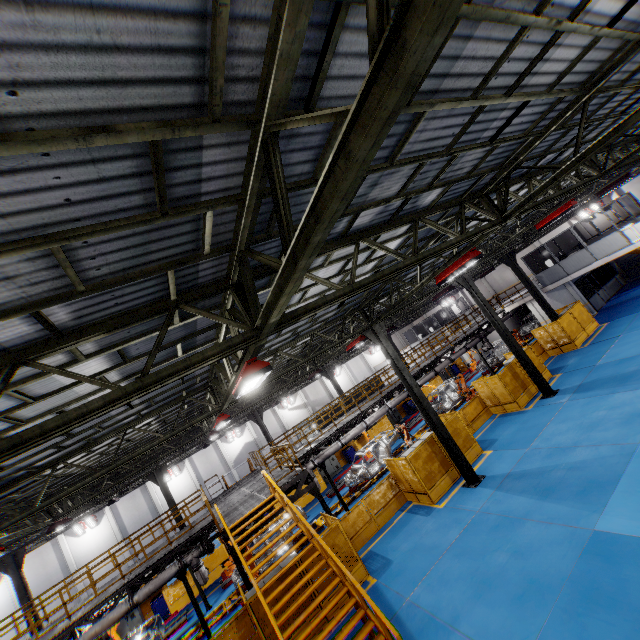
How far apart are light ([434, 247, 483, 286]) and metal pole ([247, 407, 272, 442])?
19.9m

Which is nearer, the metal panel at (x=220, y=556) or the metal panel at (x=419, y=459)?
the metal panel at (x=419, y=459)

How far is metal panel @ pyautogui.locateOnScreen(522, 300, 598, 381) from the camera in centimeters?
2000cm

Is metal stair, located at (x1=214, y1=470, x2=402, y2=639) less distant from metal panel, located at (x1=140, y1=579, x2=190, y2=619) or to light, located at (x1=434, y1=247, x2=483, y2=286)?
metal panel, located at (x1=140, y1=579, x2=190, y2=619)

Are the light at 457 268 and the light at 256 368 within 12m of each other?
yes

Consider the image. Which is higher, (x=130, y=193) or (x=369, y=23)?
(x=130, y=193)

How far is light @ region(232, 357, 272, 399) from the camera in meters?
6.0 m

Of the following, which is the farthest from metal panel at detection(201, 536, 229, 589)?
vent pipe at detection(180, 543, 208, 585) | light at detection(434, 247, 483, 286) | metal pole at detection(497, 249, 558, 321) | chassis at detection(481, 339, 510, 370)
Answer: light at detection(434, 247, 483, 286)
